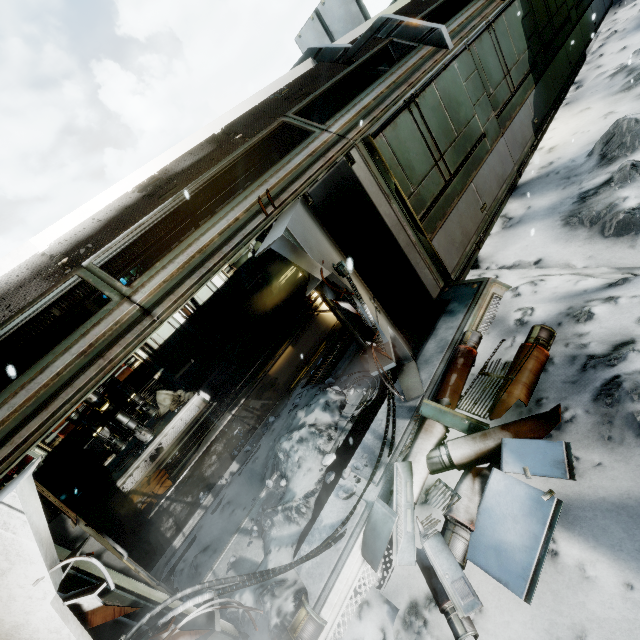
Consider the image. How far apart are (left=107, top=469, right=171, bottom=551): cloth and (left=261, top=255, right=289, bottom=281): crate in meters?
6.9

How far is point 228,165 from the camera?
5.08m

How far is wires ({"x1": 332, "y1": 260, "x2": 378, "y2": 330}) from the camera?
3.2 meters

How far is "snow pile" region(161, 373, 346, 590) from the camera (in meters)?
3.78

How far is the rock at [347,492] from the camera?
3.6 meters

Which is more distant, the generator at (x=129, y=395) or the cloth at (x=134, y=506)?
the generator at (x=129, y=395)

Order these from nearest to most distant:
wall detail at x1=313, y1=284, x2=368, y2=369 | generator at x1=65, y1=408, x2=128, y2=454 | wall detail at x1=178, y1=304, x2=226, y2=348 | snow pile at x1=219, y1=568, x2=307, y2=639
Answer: snow pile at x1=219, y1=568, x2=307, y2=639
wall detail at x1=313, y1=284, x2=368, y2=369
generator at x1=65, y1=408, x2=128, y2=454
wall detail at x1=178, y1=304, x2=226, y2=348

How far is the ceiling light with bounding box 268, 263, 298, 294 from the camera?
11.5m
